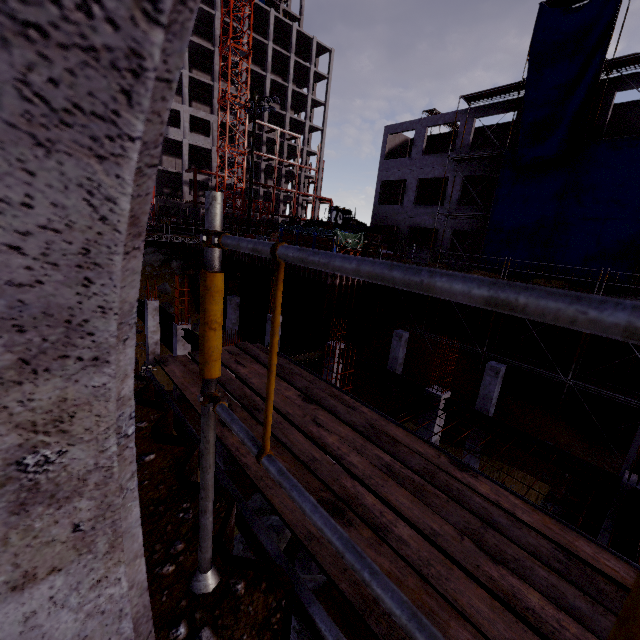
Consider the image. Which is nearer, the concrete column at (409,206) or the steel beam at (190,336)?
the steel beam at (190,336)

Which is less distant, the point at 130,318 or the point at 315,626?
the point at 130,318

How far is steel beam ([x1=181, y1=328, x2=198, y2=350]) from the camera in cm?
1324

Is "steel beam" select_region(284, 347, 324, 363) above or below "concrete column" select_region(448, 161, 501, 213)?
below

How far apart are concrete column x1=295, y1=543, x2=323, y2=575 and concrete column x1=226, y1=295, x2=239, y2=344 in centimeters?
1474cm

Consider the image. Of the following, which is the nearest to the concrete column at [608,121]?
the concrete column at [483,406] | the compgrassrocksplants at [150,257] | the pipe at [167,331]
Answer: the concrete column at [483,406]

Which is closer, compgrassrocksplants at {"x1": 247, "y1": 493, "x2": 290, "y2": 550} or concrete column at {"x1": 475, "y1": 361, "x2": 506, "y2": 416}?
compgrassrocksplants at {"x1": 247, "y1": 493, "x2": 290, "y2": 550}

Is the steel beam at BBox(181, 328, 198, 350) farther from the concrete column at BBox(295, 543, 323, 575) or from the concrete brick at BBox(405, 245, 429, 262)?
the concrete brick at BBox(405, 245, 429, 262)
